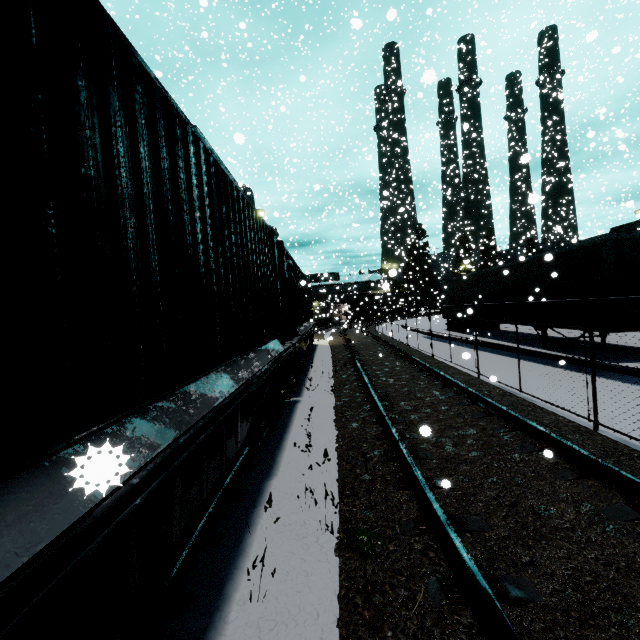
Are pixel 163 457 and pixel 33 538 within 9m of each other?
yes

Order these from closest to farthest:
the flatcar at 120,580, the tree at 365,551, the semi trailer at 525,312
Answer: the flatcar at 120,580, the tree at 365,551, the semi trailer at 525,312

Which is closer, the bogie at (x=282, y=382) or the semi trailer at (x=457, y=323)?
the bogie at (x=282, y=382)

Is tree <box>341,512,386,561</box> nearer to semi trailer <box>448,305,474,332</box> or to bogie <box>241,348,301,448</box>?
bogie <box>241,348,301,448</box>

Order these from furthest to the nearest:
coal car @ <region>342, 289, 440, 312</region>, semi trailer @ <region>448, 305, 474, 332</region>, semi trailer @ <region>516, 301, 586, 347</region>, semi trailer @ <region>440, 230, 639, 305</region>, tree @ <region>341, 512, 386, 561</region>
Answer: coal car @ <region>342, 289, 440, 312</region> → semi trailer @ <region>448, 305, 474, 332</region> → semi trailer @ <region>516, 301, 586, 347</region> → semi trailer @ <region>440, 230, 639, 305</region> → tree @ <region>341, 512, 386, 561</region>

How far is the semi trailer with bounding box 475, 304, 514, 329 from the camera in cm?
1462

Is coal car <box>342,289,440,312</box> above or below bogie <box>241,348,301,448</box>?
above

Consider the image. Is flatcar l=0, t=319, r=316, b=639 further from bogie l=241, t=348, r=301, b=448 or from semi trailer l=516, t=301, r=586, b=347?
semi trailer l=516, t=301, r=586, b=347
